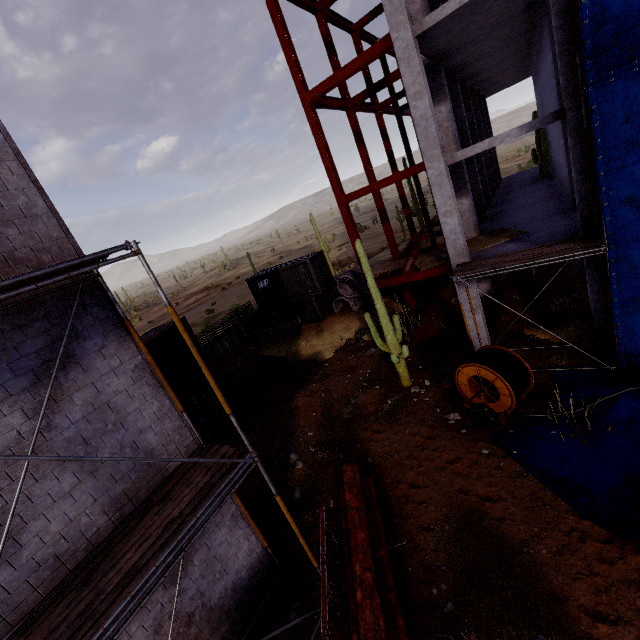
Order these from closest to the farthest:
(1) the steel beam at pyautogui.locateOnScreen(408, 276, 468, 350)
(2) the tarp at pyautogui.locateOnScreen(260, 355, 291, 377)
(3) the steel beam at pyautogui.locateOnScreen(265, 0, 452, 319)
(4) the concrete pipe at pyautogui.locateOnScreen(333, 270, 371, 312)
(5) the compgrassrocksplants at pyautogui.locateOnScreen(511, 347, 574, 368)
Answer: (5) the compgrassrocksplants at pyautogui.locateOnScreen(511, 347, 574, 368) < (3) the steel beam at pyautogui.locateOnScreen(265, 0, 452, 319) < (1) the steel beam at pyautogui.locateOnScreen(408, 276, 468, 350) < (2) the tarp at pyautogui.locateOnScreen(260, 355, 291, 377) < (4) the concrete pipe at pyautogui.locateOnScreen(333, 270, 371, 312)

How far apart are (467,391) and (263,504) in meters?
7.5

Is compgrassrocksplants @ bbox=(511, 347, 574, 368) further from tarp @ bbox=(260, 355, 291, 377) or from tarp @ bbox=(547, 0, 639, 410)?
tarp @ bbox=(260, 355, 291, 377)

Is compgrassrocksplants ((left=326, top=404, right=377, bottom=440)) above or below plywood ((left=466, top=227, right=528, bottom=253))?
below

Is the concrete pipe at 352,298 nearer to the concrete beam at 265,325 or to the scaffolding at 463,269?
the concrete beam at 265,325

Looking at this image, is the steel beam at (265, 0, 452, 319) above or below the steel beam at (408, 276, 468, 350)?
above

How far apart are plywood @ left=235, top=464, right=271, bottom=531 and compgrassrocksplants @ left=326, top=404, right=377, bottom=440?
2.8 meters

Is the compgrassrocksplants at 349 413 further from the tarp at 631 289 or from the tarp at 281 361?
the tarp at 281 361
